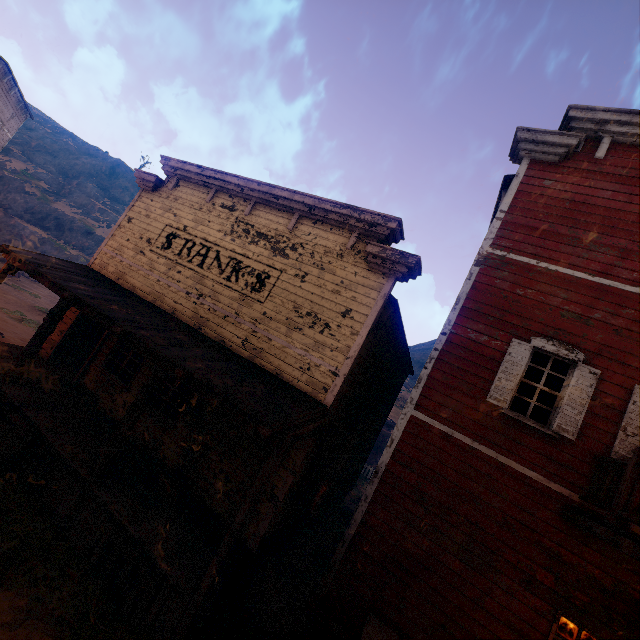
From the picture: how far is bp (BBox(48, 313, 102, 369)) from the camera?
10.33m

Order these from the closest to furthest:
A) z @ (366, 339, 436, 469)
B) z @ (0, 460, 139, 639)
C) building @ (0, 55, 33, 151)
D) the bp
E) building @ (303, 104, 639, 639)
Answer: z @ (0, 460, 139, 639) < building @ (303, 104, 639, 639) < the bp < building @ (0, 55, 33, 151) < z @ (366, 339, 436, 469)

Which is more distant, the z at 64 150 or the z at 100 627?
the z at 64 150

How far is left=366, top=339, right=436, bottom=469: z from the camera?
25.2 meters

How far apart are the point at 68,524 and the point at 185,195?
9.4m

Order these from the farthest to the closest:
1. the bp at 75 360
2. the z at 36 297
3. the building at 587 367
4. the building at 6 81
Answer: the building at 6 81 < the z at 36 297 < the bp at 75 360 < the building at 587 367

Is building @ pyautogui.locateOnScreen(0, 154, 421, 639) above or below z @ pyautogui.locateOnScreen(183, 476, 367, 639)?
above

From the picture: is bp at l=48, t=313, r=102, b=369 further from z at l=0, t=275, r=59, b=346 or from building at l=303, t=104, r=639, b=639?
z at l=0, t=275, r=59, b=346
